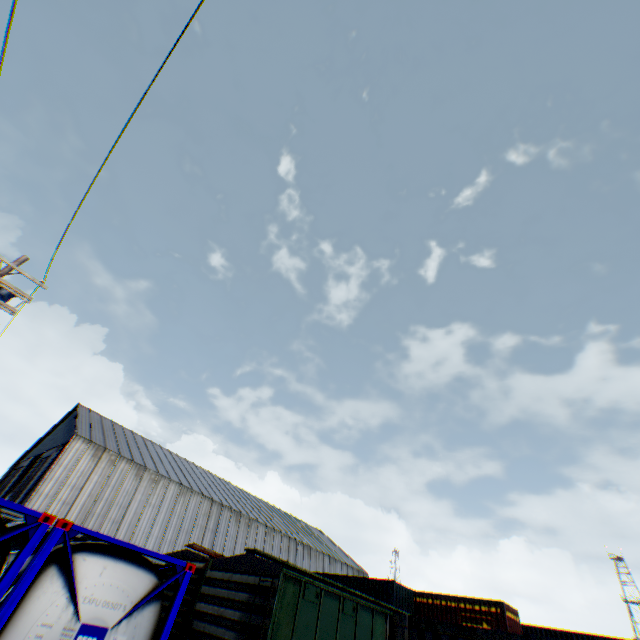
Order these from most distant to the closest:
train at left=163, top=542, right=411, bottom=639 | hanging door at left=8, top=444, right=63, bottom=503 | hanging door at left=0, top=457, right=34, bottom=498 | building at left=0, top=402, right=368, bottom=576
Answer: hanging door at left=0, top=457, right=34, bottom=498, hanging door at left=8, top=444, right=63, bottom=503, building at left=0, top=402, right=368, bottom=576, train at left=163, top=542, right=411, bottom=639

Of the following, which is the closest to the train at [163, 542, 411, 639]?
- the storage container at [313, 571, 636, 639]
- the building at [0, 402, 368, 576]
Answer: the storage container at [313, 571, 636, 639]

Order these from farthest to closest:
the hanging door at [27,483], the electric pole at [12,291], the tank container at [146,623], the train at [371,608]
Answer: the hanging door at [27,483] < the electric pole at [12,291] < the train at [371,608] < the tank container at [146,623]

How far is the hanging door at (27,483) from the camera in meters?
28.2 m

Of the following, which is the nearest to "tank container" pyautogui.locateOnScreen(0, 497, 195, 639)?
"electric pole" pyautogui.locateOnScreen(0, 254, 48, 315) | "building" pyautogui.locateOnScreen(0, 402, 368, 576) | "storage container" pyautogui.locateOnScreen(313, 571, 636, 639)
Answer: "electric pole" pyautogui.locateOnScreen(0, 254, 48, 315)

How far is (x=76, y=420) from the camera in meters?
34.5 m

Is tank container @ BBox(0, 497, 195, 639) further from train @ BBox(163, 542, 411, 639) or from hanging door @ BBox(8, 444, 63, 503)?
hanging door @ BBox(8, 444, 63, 503)

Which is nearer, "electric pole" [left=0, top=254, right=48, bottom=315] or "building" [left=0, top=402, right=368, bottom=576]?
"electric pole" [left=0, top=254, right=48, bottom=315]
